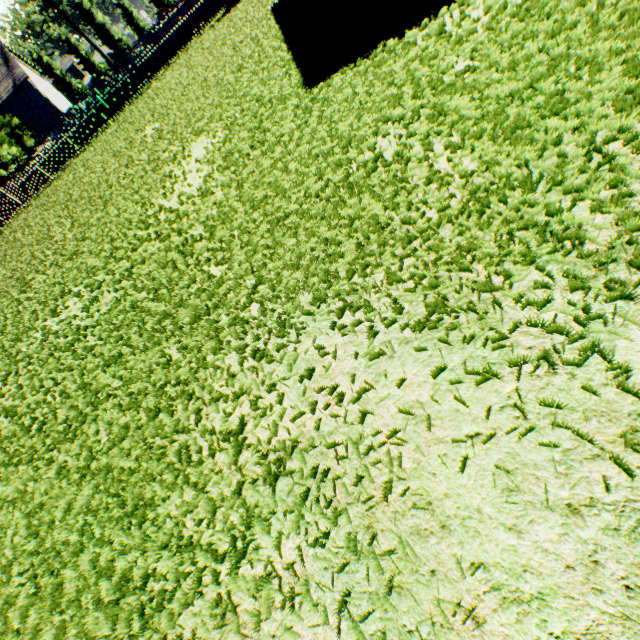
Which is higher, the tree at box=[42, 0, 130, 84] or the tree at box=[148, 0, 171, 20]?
the tree at box=[42, 0, 130, 84]

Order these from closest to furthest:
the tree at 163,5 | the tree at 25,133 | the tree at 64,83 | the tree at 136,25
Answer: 1. the tree at 25,133
2. the tree at 64,83
3. the tree at 136,25
4. the tree at 163,5

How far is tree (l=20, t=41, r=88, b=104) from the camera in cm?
5284

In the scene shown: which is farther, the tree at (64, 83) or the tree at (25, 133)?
the tree at (64, 83)

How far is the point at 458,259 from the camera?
2.3m

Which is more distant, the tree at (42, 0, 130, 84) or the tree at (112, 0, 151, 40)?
the tree at (112, 0, 151, 40)

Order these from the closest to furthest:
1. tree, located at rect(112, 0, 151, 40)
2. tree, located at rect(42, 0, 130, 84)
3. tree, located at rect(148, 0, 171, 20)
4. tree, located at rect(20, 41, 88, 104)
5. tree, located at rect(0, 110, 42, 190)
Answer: tree, located at rect(0, 110, 42, 190) → tree, located at rect(42, 0, 130, 84) → tree, located at rect(20, 41, 88, 104) → tree, located at rect(112, 0, 151, 40) → tree, located at rect(148, 0, 171, 20)
